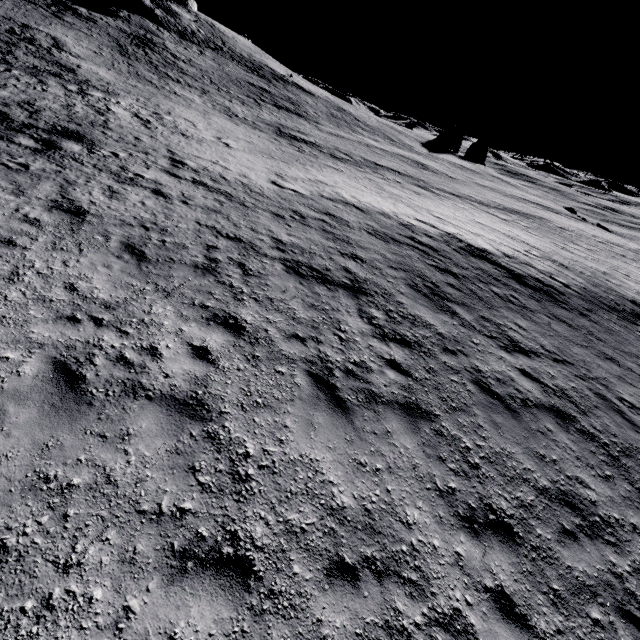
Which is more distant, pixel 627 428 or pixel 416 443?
pixel 627 428
